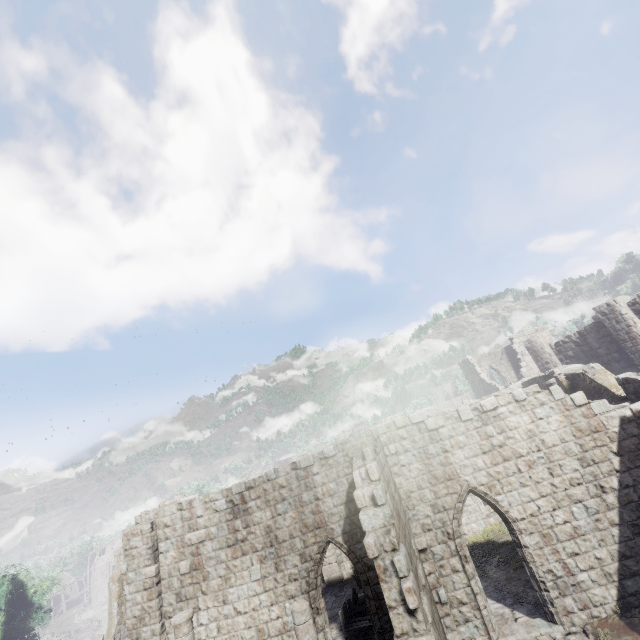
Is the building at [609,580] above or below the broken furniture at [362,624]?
above

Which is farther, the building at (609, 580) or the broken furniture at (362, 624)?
the broken furniture at (362, 624)

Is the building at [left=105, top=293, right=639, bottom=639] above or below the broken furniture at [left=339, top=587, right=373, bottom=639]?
above

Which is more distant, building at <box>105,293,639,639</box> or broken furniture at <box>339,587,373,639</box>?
broken furniture at <box>339,587,373,639</box>

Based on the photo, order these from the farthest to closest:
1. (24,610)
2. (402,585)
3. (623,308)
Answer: (24,610) < (623,308) < (402,585)
